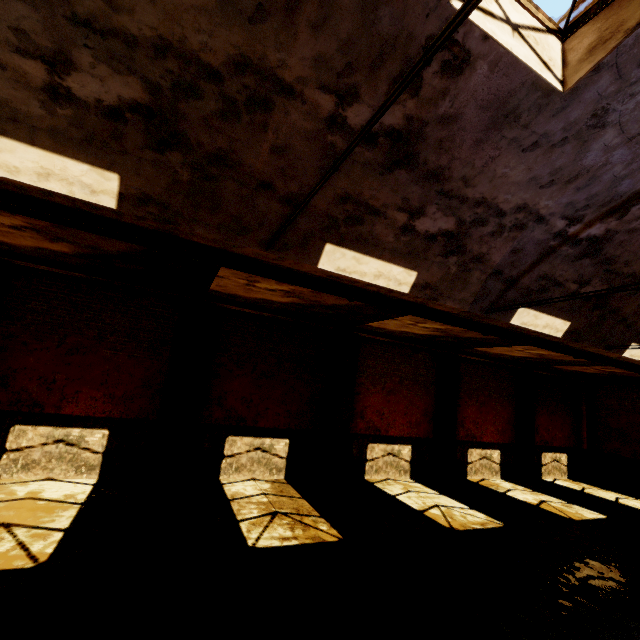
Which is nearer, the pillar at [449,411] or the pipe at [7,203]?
the pipe at [7,203]

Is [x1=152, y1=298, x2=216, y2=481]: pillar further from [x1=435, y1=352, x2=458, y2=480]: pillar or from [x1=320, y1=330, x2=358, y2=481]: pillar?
[x1=435, y1=352, x2=458, y2=480]: pillar

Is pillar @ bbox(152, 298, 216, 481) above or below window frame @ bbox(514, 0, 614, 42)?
below

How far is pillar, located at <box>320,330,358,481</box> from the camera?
10.5 meters

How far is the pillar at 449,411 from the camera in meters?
12.5

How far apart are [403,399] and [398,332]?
2.9 meters

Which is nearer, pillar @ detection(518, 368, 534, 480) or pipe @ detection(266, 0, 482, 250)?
pipe @ detection(266, 0, 482, 250)

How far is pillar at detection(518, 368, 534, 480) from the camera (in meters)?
14.48
